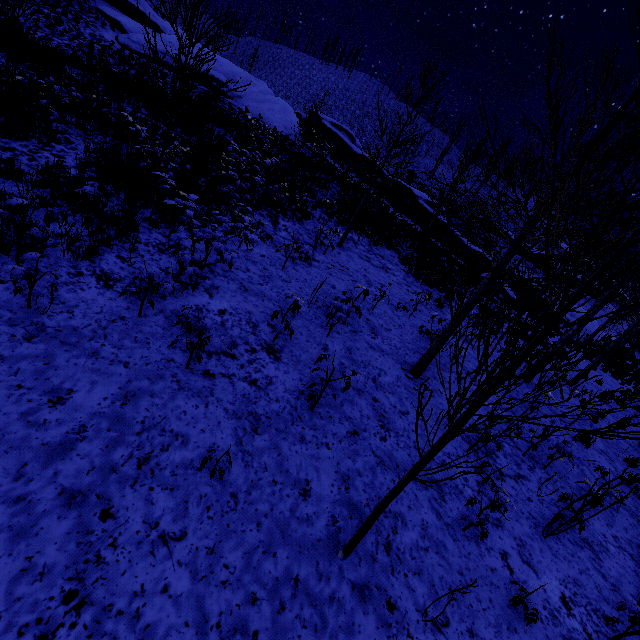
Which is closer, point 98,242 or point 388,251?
point 98,242

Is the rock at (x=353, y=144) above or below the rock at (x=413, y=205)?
above

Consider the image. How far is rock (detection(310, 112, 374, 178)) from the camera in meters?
28.9

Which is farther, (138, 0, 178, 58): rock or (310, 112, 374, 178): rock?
(310, 112, 374, 178): rock

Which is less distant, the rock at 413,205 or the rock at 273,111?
the rock at 273,111

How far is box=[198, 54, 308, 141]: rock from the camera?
24.9 meters
